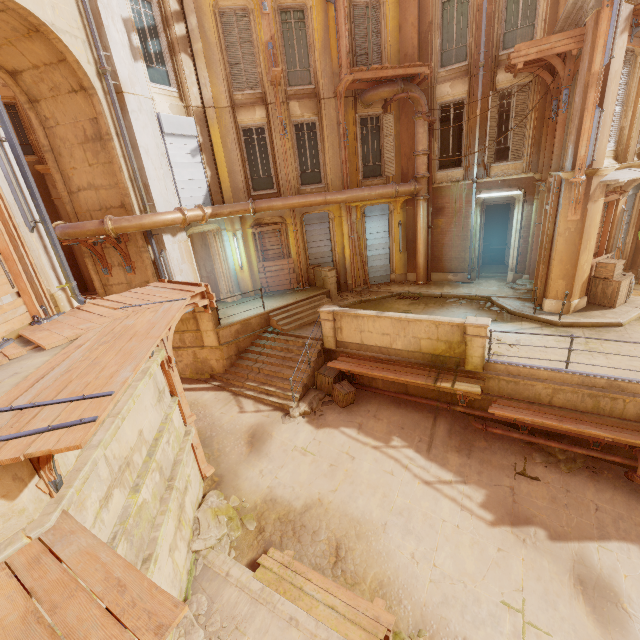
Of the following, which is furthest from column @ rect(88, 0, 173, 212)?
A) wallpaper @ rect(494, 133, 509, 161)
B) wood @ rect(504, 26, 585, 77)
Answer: wallpaper @ rect(494, 133, 509, 161)

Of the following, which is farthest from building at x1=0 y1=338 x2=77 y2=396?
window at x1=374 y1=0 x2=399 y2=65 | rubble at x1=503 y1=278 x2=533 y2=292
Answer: window at x1=374 y1=0 x2=399 y2=65

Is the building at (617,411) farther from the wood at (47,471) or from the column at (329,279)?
the wood at (47,471)

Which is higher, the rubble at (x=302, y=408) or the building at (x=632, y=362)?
the building at (x=632, y=362)

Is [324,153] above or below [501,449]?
above

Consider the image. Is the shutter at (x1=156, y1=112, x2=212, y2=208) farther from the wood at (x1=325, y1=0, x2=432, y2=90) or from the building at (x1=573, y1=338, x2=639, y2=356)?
the wood at (x1=325, y1=0, x2=432, y2=90)

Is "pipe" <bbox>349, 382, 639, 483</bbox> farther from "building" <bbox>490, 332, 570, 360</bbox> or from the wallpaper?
the wallpaper

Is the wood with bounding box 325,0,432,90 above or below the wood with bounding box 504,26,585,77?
above
